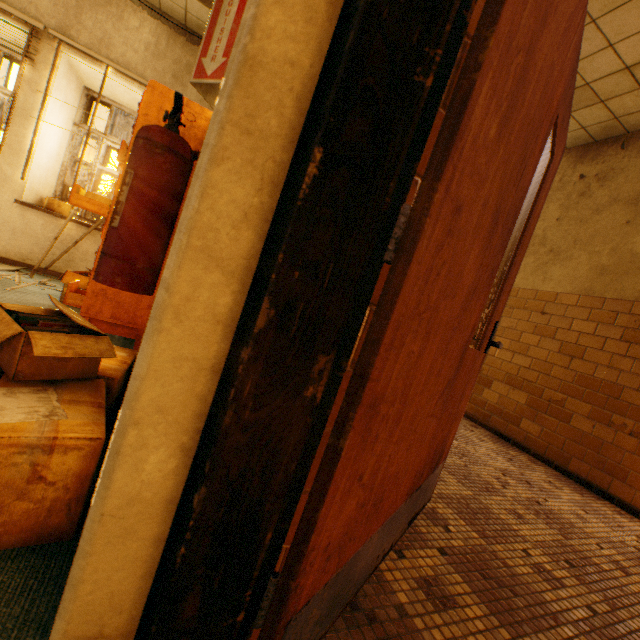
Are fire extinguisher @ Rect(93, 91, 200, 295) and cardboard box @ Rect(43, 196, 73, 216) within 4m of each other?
no

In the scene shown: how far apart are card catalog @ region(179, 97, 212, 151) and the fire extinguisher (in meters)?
1.06

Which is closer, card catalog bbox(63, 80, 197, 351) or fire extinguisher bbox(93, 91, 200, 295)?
fire extinguisher bbox(93, 91, 200, 295)

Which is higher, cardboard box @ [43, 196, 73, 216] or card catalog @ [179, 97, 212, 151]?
card catalog @ [179, 97, 212, 151]

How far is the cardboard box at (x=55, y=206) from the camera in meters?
4.5 m

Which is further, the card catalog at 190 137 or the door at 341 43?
the card catalog at 190 137

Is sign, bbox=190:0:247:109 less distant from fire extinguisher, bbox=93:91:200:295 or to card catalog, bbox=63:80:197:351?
fire extinguisher, bbox=93:91:200:295

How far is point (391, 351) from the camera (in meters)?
0.63
